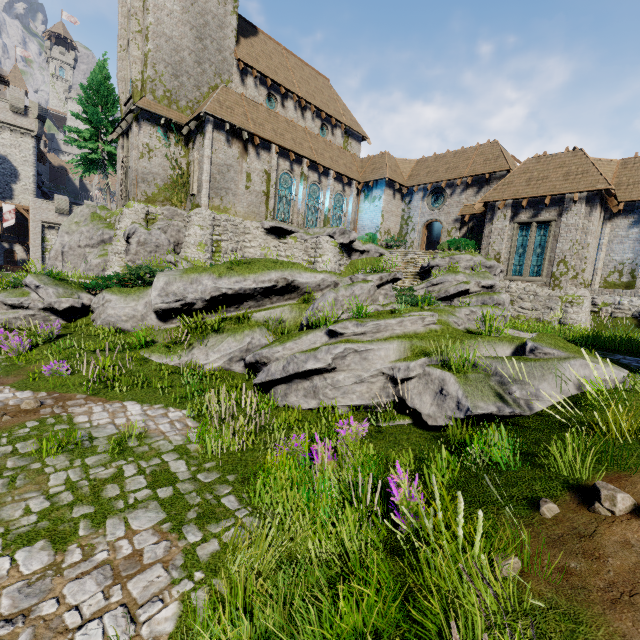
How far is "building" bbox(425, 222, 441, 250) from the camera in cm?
3334

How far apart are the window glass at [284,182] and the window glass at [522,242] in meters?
16.2

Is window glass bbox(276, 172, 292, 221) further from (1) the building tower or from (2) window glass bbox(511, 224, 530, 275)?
(1) the building tower

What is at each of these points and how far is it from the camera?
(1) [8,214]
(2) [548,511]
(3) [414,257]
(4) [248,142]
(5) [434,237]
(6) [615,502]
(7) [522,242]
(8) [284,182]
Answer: (1) flag, 38.06m
(2) instancedfoliageactor, 3.39m
(3) stairs, 24.73m
(4) building, 22.31m
(5) building, 34.06m
(6) instancedfoliageactor, 3.14m
(7) window glass, 20.86m
(8) window glass, 24.89m

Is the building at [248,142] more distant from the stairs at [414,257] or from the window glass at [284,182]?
the stairs at [414,257]

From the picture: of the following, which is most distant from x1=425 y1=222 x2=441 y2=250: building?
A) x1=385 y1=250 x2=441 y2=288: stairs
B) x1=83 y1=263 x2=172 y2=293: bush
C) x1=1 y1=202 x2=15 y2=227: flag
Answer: x1=1 y1=202 x2=15 y2=227: flag

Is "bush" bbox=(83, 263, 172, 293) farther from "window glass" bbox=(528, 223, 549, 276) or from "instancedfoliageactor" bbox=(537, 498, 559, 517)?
"window glass" bbox=(528, 223, 549, 276)

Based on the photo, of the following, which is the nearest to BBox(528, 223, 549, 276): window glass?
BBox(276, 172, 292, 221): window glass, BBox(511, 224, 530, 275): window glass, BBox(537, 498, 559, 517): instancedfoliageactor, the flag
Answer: BBox(511, 224, 530, 275): window glass
